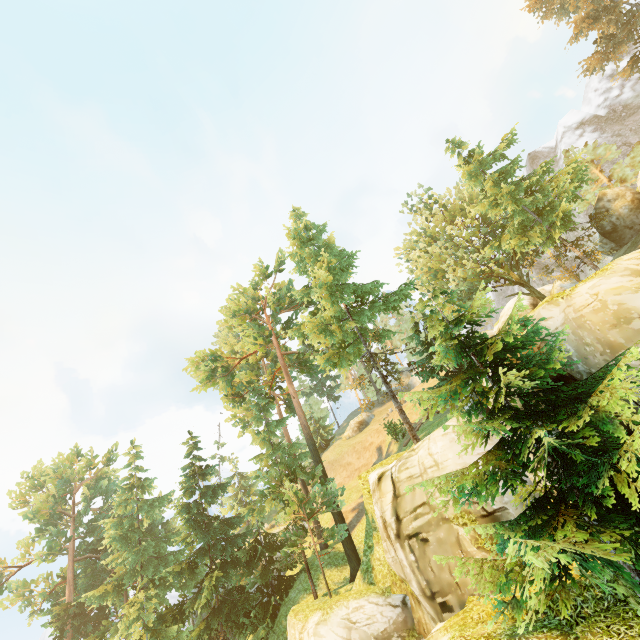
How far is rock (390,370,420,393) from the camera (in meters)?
48.09

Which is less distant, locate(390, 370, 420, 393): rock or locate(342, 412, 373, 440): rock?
locate(342, 412, 373, 440): rock

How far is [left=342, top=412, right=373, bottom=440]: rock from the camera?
43.3m

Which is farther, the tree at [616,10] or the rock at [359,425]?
the rock at [359,425]

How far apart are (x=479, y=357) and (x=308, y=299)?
15.65m

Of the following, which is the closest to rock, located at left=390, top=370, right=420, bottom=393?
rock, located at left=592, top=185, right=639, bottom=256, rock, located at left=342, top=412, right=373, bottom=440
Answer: rock, located at left=342, top=412, right=373, bottom=440

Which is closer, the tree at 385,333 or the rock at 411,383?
the tree at 385,333

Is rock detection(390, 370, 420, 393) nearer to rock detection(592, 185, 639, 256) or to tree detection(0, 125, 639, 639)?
tree detection(0, 125, 639, 639)
